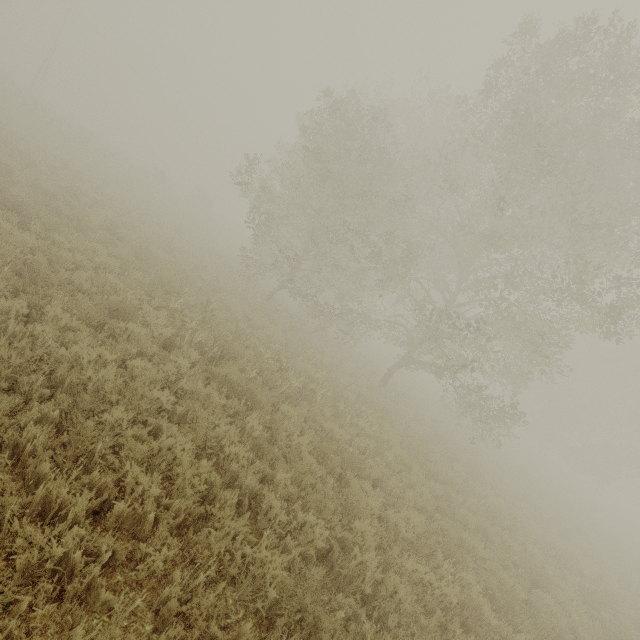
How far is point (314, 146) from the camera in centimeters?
1775cm
